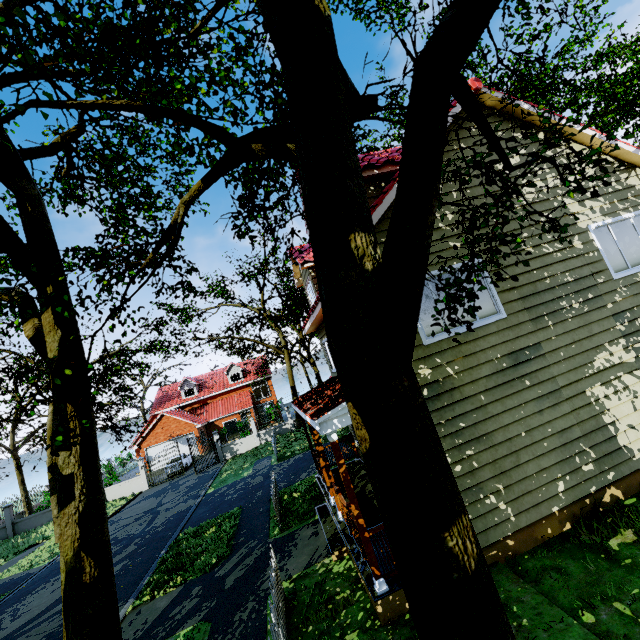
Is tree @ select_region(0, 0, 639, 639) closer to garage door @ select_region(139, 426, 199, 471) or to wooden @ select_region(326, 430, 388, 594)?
wooden @ select_region(326, 430, 388, 594)

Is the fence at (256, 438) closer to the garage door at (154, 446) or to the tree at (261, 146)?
the tree at (261, 146)

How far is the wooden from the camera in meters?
5.5 m

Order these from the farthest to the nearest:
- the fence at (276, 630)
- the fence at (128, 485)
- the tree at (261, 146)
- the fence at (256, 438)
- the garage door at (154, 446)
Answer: the garage door at (154, 446)
the fence at (256, 438)
the fence at (128, 485)
the fence at (276, 630)
the tree at (261, 146)

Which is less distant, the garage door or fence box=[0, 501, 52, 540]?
fence box=[0, 501, 52, 540]

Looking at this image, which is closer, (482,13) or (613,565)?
(482,13)

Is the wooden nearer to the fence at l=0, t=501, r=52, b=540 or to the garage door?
the fence at l=0, t=501, r=52, b=540
